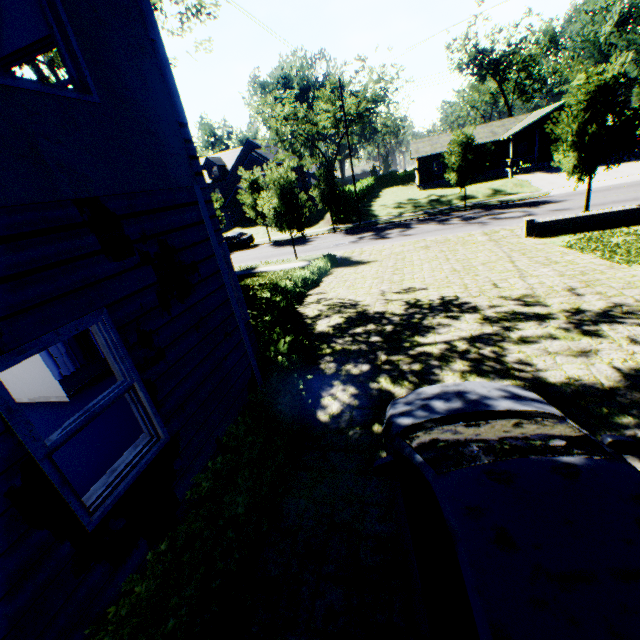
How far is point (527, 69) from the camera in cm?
5203

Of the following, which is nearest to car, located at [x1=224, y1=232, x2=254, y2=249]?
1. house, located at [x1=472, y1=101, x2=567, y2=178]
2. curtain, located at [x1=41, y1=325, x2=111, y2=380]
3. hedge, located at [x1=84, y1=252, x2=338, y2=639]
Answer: hedge, located at [x1=84, y1=252, x2=338, y2=639]

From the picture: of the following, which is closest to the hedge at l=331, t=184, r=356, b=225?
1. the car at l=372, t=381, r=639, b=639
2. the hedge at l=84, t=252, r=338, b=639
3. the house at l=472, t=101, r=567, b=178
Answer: the house at l=472, t=101, r=567, b=178

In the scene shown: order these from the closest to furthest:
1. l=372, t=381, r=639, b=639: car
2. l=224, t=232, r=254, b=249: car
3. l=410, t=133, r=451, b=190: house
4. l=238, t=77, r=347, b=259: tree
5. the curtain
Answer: l=372, t=381, r=639, b=639: car
the curtain
l=238, t=77, r=347, b=259: tree
l=224, t=232, r=254, b=249: car
l=410, t=133, r=451, b=190: house

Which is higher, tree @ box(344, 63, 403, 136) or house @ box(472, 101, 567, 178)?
tree @ box(344, 63, 403, 136)

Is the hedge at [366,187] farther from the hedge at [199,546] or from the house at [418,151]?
the hedge at [199,546]

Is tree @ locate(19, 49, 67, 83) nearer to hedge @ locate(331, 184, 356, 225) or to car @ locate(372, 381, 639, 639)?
hedge @ locate(331, 184, 356, 225)

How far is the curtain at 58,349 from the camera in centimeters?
650cm
